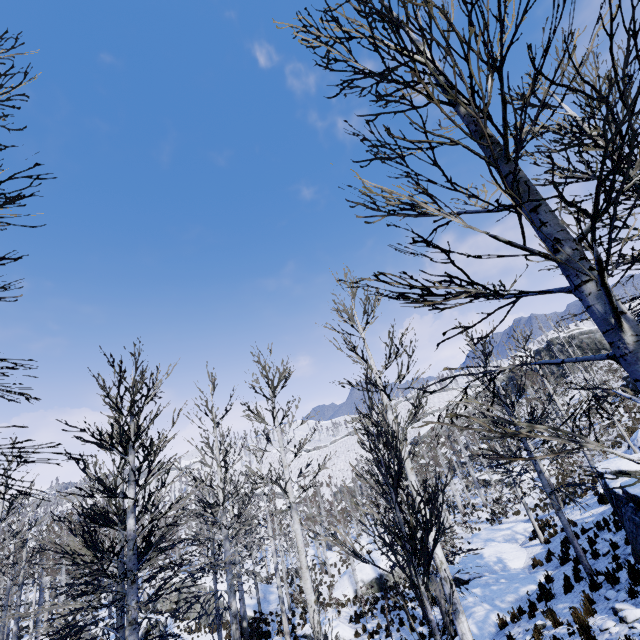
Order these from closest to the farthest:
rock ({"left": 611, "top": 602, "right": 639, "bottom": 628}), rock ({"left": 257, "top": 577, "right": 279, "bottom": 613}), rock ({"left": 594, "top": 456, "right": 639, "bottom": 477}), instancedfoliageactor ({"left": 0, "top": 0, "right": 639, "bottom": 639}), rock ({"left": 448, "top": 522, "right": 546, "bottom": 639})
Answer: instancedfoliageactor ({"left": 0, "top": 0, "right": 639, "bottom": 639}) < rock ({"left": 611, "top": 602, "right": 639, "bottom": 628}) < rock ({"left": 594, "top": 456, "right": 639, "bottom": 477}) < rock ({"left": 448, "top": 522, "right": 546, "bottom": 639}) < rock ({"left": 257, "top": 577, "right": 279, "bottom": 613})

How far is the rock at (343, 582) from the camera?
24.8m

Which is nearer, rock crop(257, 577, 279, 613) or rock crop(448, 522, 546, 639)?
rock crop(448, 522, 546, 639)

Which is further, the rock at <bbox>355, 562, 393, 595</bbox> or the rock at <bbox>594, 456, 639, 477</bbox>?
the rock at <bbox>355, 562, 393, 595</bbox>

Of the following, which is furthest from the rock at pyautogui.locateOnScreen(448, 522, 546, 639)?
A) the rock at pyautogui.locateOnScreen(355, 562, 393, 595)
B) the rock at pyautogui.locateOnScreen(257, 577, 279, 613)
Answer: the rock at pyautogui.locateOnScreen(257, 577, 279, 613)

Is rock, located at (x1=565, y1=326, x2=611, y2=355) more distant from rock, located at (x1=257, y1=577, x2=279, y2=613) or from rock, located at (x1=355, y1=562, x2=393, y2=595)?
rock, located at (x1=355, y1=562, x2=393, y2=595)

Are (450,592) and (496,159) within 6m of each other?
yes

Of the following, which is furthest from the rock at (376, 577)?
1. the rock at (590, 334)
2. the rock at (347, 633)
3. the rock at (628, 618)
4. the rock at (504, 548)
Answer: the rock at (590, 334)
